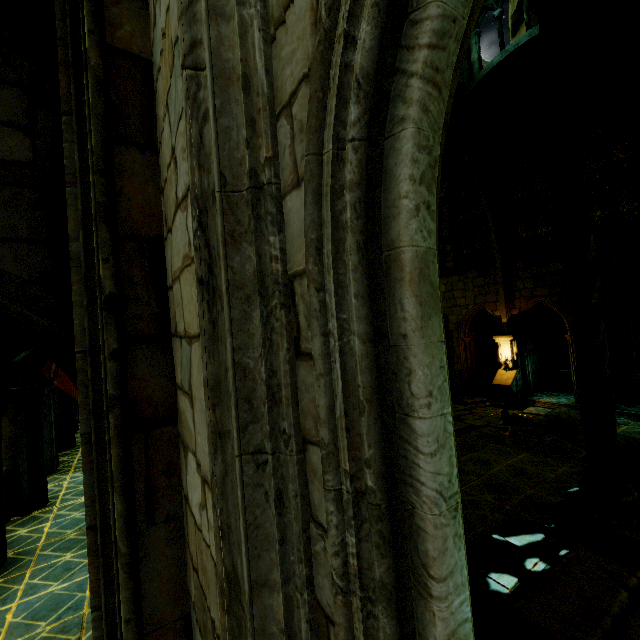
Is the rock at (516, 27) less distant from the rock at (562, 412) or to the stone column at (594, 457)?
the rock at (562, 412)

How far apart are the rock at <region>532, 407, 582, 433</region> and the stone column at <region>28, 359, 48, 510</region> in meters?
16.1 m

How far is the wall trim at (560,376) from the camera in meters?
16.2

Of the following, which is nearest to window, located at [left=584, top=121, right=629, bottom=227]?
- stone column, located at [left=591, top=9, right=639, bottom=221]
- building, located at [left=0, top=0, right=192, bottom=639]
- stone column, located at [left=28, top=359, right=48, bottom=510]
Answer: building, located at [left=0, top=0, right=192, bottom=639]

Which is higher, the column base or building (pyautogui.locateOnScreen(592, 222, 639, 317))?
building (pyautogui.locateOnScreen(592, 222, 639, 317))

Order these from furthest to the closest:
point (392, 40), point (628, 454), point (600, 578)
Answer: point (628, 454) < point (600, 578) < point (392, 40)

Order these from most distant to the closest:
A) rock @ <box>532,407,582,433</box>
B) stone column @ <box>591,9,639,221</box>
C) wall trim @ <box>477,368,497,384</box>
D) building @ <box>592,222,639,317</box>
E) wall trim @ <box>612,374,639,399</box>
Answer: wall trim @ <box>477,368,497,384</box>, wall trim @ <box>612,374,639,399</box>, building @ <box>592,222,639,317</box>, rock @ <box>532,407,582,433</box>, stone column @ <box>591,9,639,221</box>

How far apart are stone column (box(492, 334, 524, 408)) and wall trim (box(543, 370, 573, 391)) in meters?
2.5
